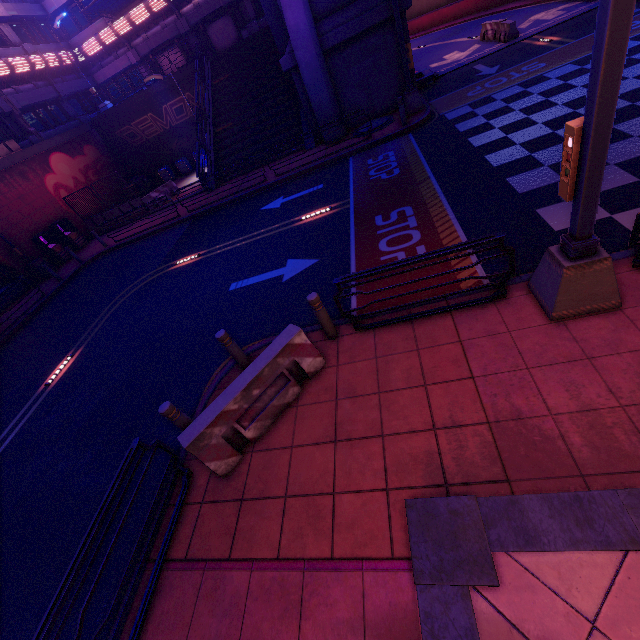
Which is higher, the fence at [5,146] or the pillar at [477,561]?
the fence at [5,146]

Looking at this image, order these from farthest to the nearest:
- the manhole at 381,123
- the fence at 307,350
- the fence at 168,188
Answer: the fence at 168,188, the manhole at 381,123, the fence at 307,350

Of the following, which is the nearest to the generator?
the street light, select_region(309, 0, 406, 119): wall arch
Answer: the street light

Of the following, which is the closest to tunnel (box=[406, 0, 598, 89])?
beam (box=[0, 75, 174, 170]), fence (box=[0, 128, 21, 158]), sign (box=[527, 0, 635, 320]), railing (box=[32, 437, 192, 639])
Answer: sign (box=[527, 0, 635, 320])

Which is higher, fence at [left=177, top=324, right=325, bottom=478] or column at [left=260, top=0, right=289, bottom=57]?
column at [left=260, top=0, right=289, bottom=57]

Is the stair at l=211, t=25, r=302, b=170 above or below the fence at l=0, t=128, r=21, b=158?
below

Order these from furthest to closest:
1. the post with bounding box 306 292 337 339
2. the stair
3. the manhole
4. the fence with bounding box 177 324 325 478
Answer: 1. the stair
2. the manhole
3. the post with bounding box 306 292 337 339
4. the fence with bounding box 177 324 325 478

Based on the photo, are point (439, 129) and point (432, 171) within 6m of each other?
yes
